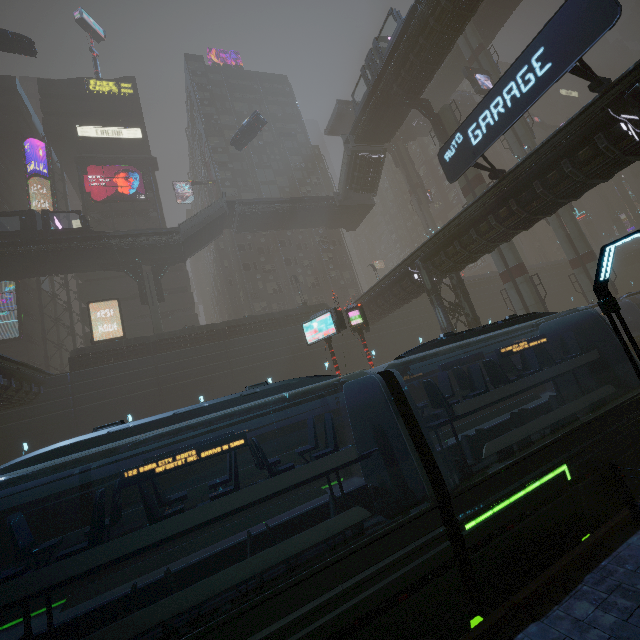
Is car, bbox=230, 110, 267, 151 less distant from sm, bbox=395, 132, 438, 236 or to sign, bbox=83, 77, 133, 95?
sm, bbox=395, 132, 438, 236

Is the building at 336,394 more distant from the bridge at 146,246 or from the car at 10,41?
the bridge at 146,246

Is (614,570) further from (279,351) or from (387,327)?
(387,327)

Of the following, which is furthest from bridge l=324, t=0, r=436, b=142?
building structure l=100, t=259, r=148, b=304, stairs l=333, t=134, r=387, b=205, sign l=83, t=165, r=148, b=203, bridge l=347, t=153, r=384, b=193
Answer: sign l=83, t=165, r=148, b=203

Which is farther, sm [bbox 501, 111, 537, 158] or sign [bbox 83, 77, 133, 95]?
sign [bbox 83, 77, 133, 95]

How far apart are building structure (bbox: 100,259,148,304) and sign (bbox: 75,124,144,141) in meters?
22.7

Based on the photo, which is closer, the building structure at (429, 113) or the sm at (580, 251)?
the building structure at (429, 113)

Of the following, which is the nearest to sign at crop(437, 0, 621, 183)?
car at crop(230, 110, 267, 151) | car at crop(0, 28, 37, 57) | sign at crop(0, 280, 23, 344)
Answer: car at crop(230, 110, 267, 151)
